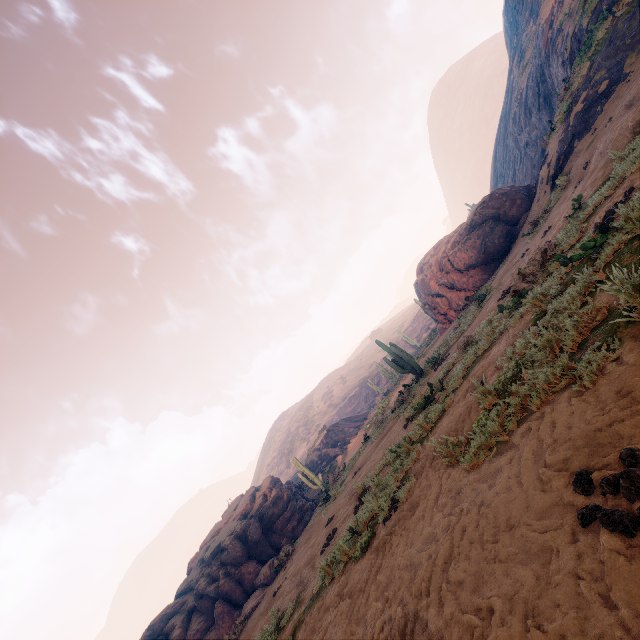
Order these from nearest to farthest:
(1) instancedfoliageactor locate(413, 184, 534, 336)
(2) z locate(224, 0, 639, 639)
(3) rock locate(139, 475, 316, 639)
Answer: (2) z locate(224, 0, 639, 639) → (3) rock locate(139, 475, 316, 639) → (1) instancedfoliageactor locate(413, 184, 534, 336)

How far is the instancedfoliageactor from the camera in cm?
1928

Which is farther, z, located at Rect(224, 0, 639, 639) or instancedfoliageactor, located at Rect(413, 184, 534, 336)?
instancedfoliageactor, located at Rect(413, 184, 534, 336)

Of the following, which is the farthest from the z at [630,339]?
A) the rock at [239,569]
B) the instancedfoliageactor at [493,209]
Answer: the rock at [239,569]

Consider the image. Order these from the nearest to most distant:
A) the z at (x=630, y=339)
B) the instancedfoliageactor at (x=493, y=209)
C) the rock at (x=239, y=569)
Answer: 1. the z at (x=630, y=339)
2. the rock at (x=239, y=569)
3. the instancedfoliageactor at (x=493, y=209)

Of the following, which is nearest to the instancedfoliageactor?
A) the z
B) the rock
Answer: the z

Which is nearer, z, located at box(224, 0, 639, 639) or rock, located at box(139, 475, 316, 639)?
z, located at box(224, 0, 639, 639)

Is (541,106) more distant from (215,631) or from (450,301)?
(215,631)
